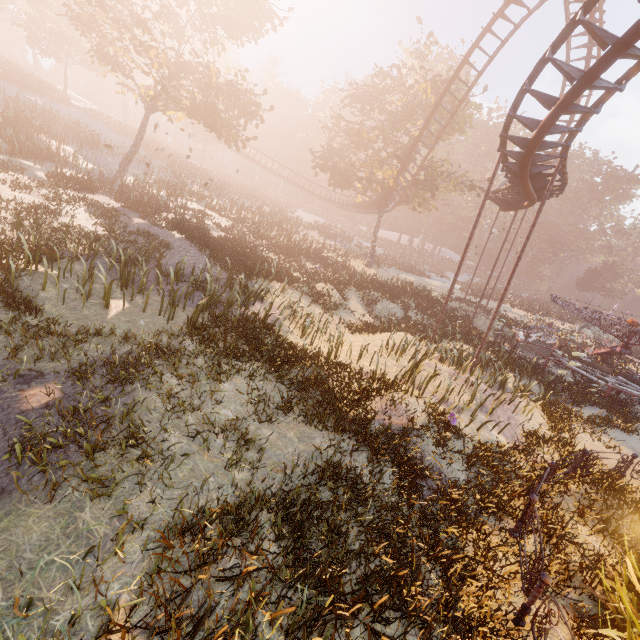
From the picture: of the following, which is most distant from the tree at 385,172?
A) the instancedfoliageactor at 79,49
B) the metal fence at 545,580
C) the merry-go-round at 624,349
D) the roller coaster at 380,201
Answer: the instancedfoliageactor at 79,49

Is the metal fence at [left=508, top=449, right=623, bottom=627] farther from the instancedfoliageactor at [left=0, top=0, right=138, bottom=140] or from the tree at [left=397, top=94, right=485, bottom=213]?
the instancedfoliageactor at [left=0, top=0, right=138, bottom=140]

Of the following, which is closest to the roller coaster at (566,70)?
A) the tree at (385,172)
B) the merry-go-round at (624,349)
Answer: the tree at (385,172)

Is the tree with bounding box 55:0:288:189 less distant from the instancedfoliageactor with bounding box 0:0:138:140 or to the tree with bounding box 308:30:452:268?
the tree with bounding box 308:30:452:268

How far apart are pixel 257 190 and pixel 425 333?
49.19m

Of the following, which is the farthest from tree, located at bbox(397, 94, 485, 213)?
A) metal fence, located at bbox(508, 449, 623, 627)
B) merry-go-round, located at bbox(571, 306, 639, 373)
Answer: metal fence, located at bbox(508, 449, 623, 627)

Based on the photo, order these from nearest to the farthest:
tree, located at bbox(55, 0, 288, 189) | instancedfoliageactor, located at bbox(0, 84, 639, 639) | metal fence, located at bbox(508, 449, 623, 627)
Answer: instancedfoliageactor, located at bbox(0, 84, 639, 639), metal fence, located at bbox(508, 449, 623, 627), tree, located at bbox(55, 0, 288, 189)

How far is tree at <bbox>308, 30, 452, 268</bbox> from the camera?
27.9m
